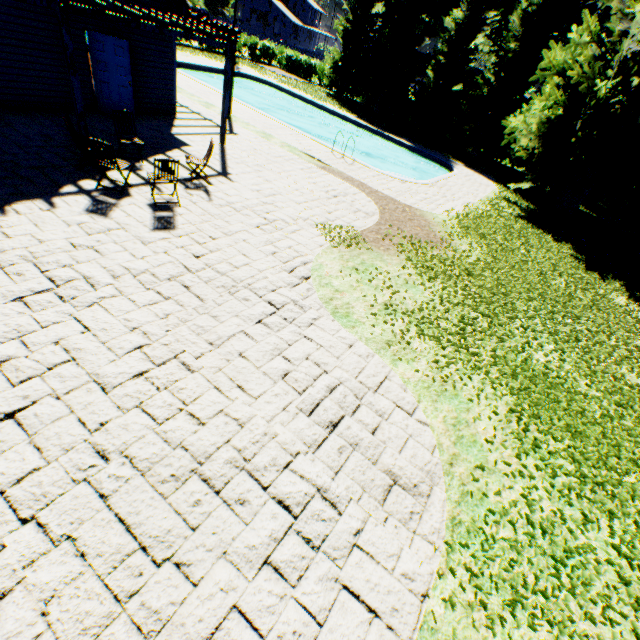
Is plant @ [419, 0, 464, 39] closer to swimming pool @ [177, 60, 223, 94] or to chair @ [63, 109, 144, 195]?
swimming pool @ [177, 60, 223, 94]

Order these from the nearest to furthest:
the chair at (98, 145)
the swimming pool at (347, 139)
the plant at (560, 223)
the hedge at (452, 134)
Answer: the plant at (560, 223) → the chair at (98, 145) → the swimming pool at (347, 139) → the hedge at (452, 134)

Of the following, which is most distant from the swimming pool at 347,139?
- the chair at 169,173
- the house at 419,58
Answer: the house at 419,58

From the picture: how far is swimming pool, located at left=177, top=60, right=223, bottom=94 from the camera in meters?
19.6 m

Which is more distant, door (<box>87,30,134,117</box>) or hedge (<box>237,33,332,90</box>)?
hedge (<box>237,33,332,90</box>)

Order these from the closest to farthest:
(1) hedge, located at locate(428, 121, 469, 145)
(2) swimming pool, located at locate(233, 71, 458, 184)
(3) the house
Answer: (2) swimming pool, located at locate(233, 71, 458, 184)
(1) hedge, located at locate(428, 121, 469, 145)
(3) the house

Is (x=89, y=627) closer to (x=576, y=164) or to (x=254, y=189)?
(x=254, y=189)

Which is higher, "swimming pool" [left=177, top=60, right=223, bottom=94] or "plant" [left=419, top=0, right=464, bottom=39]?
"plant" [left=419, top=0, right=464, bottom=39]
